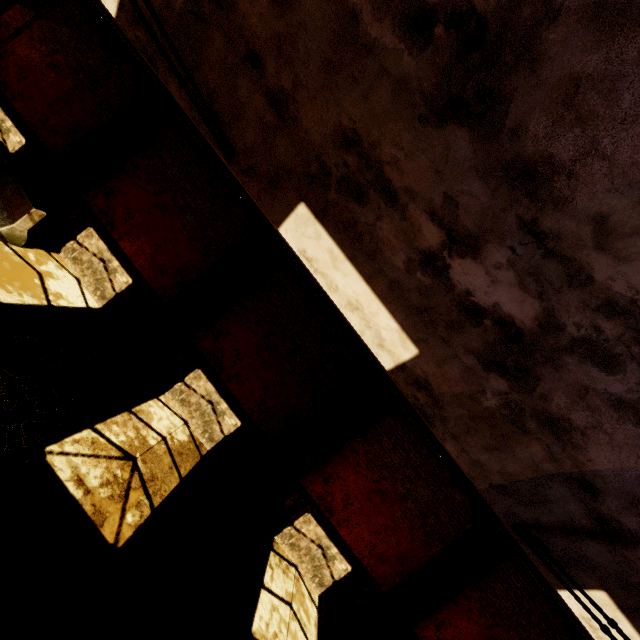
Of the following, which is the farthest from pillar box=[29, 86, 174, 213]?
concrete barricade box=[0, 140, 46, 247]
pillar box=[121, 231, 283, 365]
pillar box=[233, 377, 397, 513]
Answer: pillar box=[233, 377, 397, 513]

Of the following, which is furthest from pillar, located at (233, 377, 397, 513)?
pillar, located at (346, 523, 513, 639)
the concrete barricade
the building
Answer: the concrete barricade

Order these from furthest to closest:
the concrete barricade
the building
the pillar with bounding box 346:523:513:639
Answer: the pillar with bounding box 346:523:513:639 < the concrete barricade < the building

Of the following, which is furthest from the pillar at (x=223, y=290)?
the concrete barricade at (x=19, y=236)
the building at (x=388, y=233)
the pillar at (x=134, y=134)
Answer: the building at (x=388, y=233)

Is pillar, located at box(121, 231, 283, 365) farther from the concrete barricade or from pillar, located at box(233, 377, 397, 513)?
pillar, located at box(233, 377, 397, 513)

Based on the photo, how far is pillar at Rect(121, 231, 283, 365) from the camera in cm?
859

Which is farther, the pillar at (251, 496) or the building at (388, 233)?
the pillar at (251, 496)

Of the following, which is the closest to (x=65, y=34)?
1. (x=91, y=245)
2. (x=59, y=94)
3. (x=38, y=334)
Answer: (x=59, y=94)
